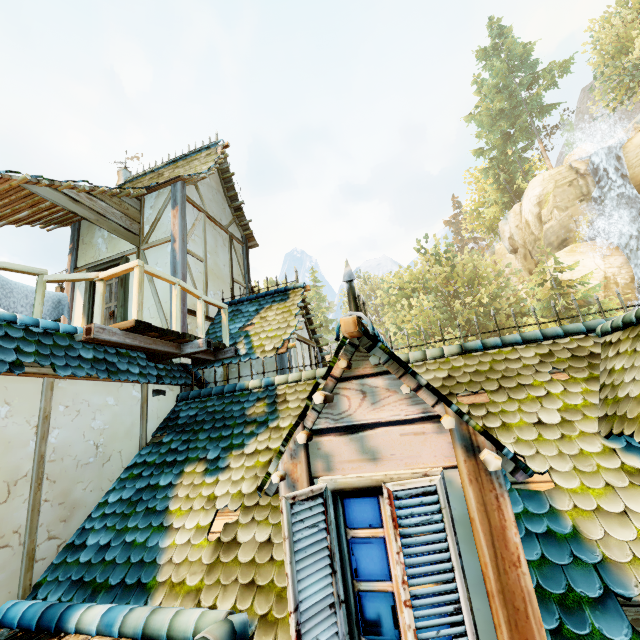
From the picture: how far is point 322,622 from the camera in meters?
1.8 m

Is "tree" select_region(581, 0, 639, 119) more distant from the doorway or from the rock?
the doorway

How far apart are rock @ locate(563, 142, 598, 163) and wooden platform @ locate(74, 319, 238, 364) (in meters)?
→ 42.03

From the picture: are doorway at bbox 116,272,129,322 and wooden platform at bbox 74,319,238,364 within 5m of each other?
yes

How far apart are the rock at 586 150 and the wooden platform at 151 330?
42.0m

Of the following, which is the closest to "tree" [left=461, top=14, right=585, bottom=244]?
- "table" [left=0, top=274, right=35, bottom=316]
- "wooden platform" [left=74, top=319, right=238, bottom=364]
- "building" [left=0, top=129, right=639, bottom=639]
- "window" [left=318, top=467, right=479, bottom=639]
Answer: "building" [left=0, top=129, right=639, bottom=639]

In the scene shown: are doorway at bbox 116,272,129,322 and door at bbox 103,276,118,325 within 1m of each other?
yes

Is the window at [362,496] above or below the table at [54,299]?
below
